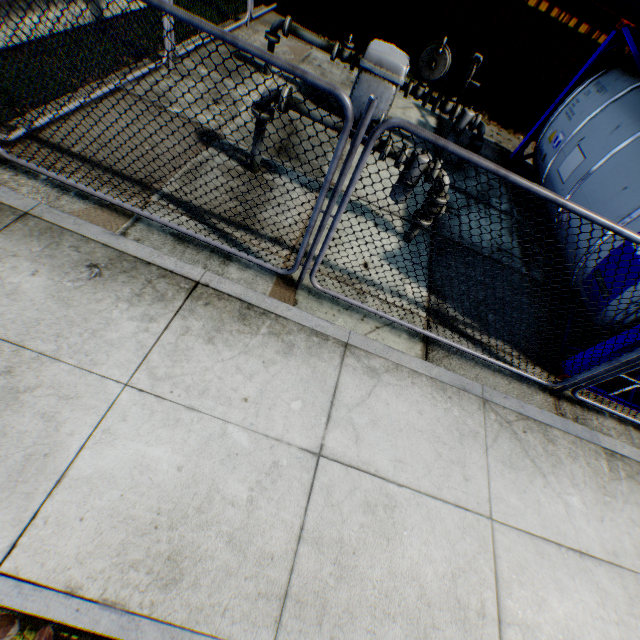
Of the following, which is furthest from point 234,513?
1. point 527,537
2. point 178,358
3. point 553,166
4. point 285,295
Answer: point 553,166

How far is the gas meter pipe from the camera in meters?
A: 6.0 m

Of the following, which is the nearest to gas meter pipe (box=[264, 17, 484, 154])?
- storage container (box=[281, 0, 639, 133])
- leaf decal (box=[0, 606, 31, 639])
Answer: storage container (box=[281, 0, 639, 133])

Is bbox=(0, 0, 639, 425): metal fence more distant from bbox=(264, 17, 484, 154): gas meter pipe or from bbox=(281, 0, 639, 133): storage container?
bbox=(264, 17, 484, 154): gas meter pipe

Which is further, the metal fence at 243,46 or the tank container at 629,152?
the tank container at 629,152

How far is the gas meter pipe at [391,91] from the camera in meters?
6.0 m

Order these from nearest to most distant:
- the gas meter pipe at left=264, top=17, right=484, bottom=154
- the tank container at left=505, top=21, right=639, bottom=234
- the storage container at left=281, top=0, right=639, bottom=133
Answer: the tank container at left=505, top=21, right=639, bottom=234, the gas meter pipe at left=264, top=17, right=484, bottom=154, the storage container at left=281, top=0, right=639, bottom=133

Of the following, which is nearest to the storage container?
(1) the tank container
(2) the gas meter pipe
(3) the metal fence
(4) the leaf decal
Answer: (3) the metal fence
